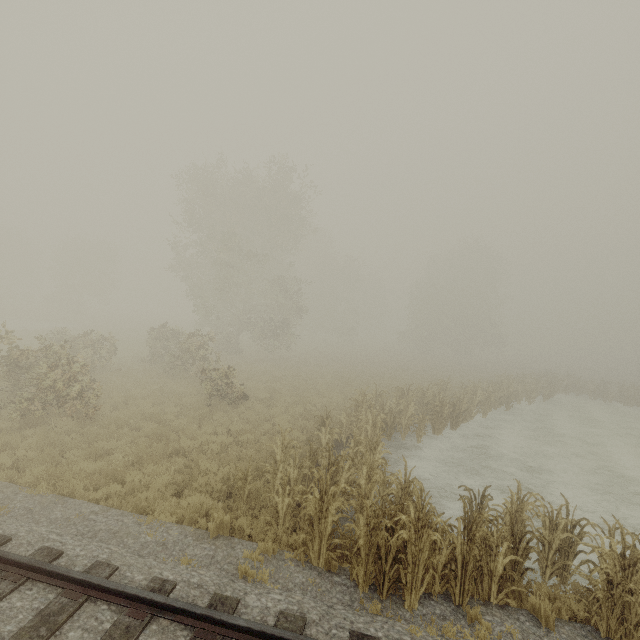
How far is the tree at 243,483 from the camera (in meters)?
6.78

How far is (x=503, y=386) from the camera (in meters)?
22.03

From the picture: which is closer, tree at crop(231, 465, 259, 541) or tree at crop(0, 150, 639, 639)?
tree at crop(0, 150, 639, 639)

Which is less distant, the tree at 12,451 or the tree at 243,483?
the tree at 12,451

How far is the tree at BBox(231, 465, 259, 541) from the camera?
6.8m
